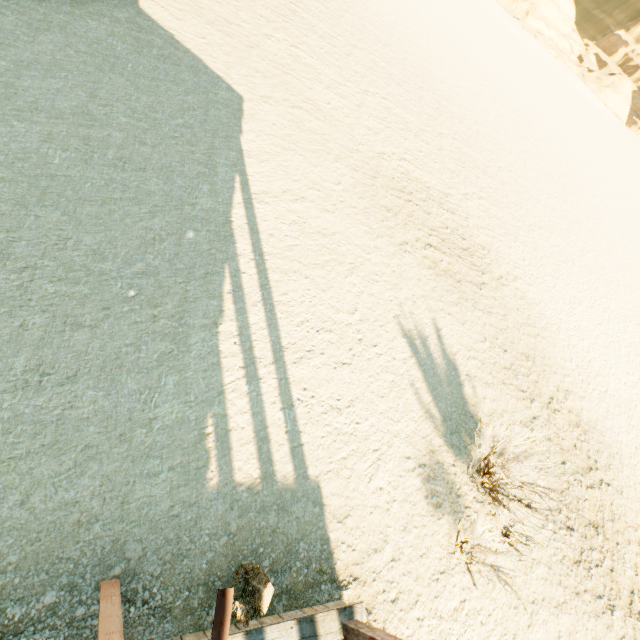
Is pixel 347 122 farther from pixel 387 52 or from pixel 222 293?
pixel 387 52

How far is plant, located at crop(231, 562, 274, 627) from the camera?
3.0 meters

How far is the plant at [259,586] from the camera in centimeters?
301cm
